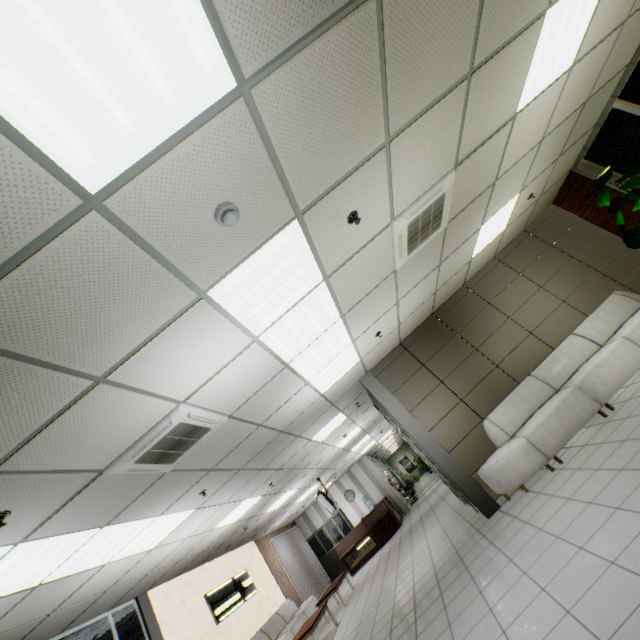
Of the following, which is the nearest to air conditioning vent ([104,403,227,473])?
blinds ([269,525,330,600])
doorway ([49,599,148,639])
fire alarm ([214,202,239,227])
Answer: fire alarm ([214,202,239,227])

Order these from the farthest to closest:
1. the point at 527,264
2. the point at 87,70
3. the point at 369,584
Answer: the point at 369,584 → the point at 527,264 → the point at 87,70

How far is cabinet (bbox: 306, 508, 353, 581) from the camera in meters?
15.2 m

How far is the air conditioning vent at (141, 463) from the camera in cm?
327

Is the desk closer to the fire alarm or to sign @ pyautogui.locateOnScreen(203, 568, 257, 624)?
sign @ pyautogui.locateOnScreen(203, 568, 257, 624)

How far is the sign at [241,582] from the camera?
8.5m

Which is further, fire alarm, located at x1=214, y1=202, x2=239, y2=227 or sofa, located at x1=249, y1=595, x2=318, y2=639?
sofa, located at x1=249, y1=595, x2=318, y2=639

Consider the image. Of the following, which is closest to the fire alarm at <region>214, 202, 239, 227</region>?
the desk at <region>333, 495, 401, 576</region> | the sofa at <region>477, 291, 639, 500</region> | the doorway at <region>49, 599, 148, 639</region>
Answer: the sofa at <region>477, 291, 639, 500</region>
